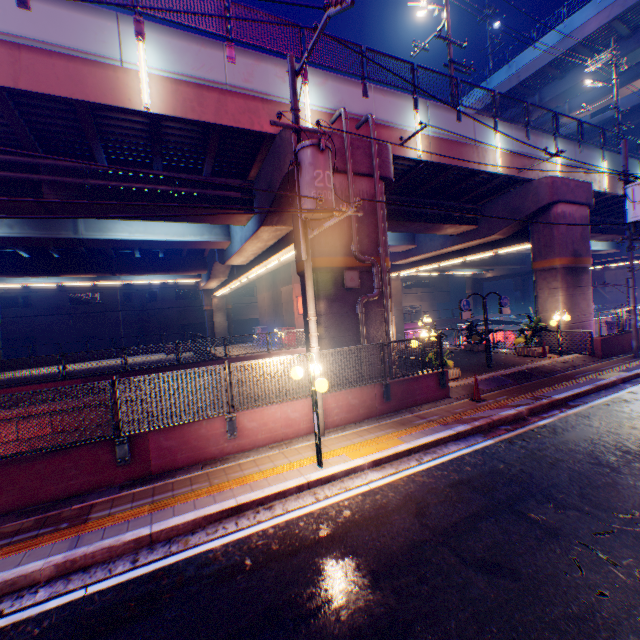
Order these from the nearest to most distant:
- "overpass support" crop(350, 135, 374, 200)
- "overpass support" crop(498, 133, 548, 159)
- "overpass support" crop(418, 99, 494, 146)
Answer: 1. "overpass support" crop(350, 135, 374, 200)
2. "overpass support" crop(418, 99, 494, 146)
3. "overpass support" crop(498, 133, 548, 159)

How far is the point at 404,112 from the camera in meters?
13.0 m

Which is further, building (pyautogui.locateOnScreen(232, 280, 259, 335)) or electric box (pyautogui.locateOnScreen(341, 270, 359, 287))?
building (pyautogui.locateOnScreen(232, 280, 259, 335))

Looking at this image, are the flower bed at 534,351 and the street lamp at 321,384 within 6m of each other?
no

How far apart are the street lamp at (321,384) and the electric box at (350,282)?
4.10m

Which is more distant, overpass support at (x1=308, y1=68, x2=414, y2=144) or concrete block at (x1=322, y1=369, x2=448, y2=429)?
overpass support at (x1=308, y1=68, x2=414, y2=144)

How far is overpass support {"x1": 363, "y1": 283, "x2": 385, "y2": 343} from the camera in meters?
11.3
